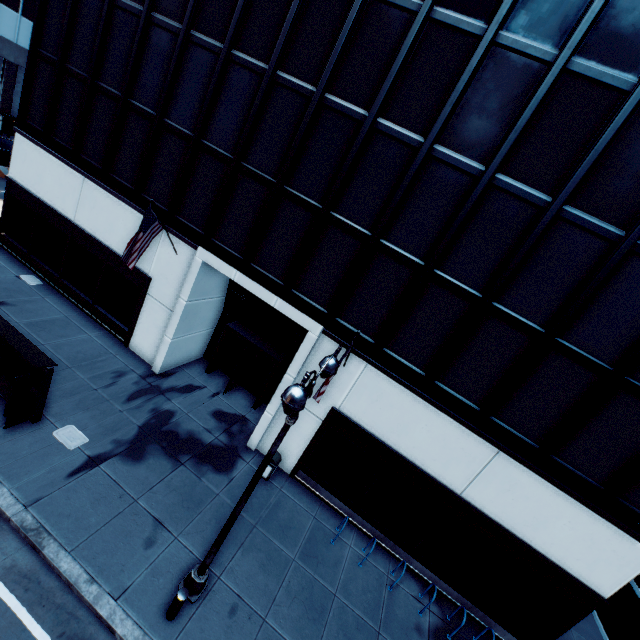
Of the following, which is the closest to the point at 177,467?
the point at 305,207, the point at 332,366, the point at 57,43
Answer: the point at 332,366

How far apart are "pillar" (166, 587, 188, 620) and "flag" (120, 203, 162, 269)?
9.9 meters

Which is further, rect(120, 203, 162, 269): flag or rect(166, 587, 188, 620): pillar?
rect(120, 203, 162, 269): flag

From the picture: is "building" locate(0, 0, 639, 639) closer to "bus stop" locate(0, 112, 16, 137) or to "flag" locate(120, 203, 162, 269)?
"flag" locate(120, 203, 162, 269)

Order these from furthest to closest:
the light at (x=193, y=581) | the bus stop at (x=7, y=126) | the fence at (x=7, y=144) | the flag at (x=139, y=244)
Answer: the bus stop at (x=7, y=126), the fence at (x=7, y=144), the flag at (x=139, y=244), the light at (x=193, y=581)

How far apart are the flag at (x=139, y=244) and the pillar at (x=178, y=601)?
9.9 meters

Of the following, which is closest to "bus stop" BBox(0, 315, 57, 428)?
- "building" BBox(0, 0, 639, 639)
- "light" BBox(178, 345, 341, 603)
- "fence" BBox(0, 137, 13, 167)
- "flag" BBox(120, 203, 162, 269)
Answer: "flag" BBox(120, 203, 162, 269)

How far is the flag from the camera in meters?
11.1 m
